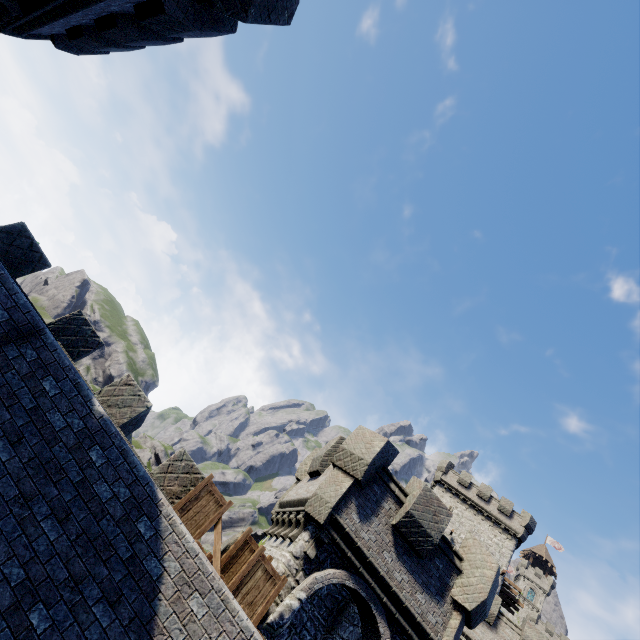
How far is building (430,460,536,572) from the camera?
36.8m

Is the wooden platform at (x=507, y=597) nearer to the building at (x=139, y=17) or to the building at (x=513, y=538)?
the building at (x=513, y=538)

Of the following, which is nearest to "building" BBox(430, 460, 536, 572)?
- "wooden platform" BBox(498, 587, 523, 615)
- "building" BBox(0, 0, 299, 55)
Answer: "wooden platform" BBox(498, 587, 523, 615)

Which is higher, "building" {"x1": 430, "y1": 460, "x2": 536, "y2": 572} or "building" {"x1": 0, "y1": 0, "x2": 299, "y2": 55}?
"building" {"x1": 430, "y1": 460, "x2": 536, "y2": 572}

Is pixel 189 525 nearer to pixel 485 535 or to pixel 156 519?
pixel 156 519

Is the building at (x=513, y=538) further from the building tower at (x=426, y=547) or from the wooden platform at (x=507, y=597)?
the building tower at (x=426, y=547)

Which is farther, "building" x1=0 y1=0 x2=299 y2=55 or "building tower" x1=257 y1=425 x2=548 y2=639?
"building tower" x1=257 y1=425 x2=548 y2=639

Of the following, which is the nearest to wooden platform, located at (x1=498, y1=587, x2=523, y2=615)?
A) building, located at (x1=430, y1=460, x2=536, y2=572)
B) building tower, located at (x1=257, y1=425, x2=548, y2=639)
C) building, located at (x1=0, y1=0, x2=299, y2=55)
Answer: building, located at (x1=430, y1=460, x2=536, y2=572)
